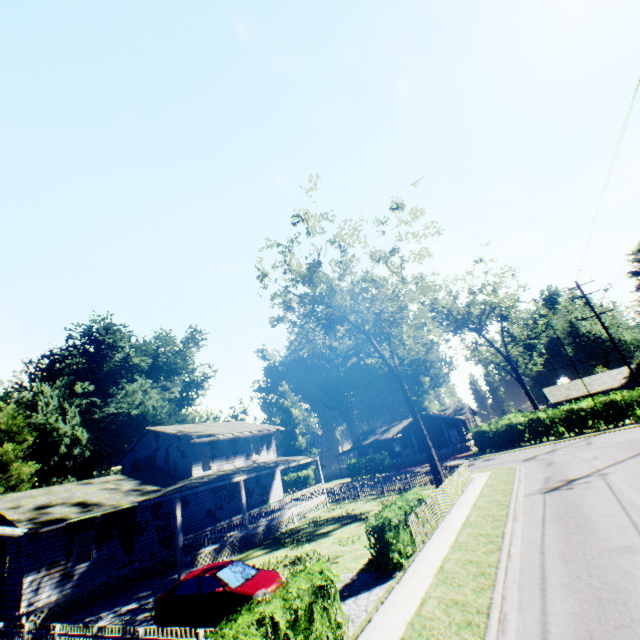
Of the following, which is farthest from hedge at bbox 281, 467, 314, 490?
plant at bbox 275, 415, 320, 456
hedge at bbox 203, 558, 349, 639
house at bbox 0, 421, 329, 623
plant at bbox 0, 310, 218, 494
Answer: hedge at bbox 203, 558, 349, 639

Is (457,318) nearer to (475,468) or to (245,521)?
(475,468)

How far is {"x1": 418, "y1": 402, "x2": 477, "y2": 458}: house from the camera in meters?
46.7 m

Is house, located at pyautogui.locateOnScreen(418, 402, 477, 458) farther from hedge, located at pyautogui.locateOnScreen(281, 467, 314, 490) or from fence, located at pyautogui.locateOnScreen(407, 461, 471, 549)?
fence, located at pyautogui.locateOnScreen(407, 461, 471, 549)

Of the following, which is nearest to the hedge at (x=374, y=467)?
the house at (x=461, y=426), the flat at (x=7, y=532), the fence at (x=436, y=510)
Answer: the house at (x=461, y=426)

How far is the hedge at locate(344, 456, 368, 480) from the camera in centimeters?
4597cm

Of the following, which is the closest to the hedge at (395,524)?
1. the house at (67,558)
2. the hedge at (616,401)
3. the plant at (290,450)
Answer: the house at (67,558)

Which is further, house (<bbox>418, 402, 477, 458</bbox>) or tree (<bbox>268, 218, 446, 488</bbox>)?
house (<bbox>418, 402, 477, 458</bbox>)
